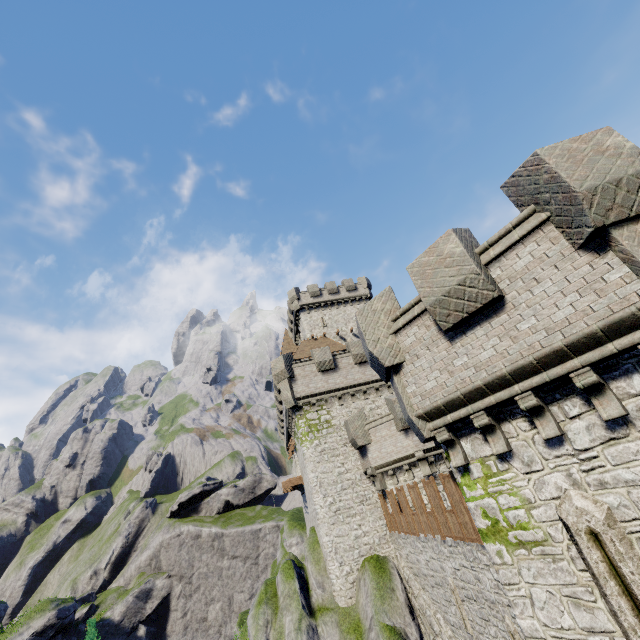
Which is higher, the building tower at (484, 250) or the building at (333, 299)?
the building at (333, 299)

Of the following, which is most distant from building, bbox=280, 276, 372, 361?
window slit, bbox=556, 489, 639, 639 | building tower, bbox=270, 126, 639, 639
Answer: window slit, bbox=556, 489, 639, 639

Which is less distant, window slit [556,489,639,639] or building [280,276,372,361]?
window slit [556,489,639,639]

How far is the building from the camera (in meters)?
38.97

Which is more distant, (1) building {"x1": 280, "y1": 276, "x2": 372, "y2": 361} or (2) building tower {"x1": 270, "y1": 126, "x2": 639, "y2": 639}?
(1) building {"x1": 280, "y1": 276, "x2": 372, "y2": 361}

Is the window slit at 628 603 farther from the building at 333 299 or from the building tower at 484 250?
the building at 333 299

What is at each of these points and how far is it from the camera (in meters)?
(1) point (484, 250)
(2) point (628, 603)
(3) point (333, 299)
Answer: (1) building tower, 6.84
(2) window slit, 4.82
(3) building, 43.28
